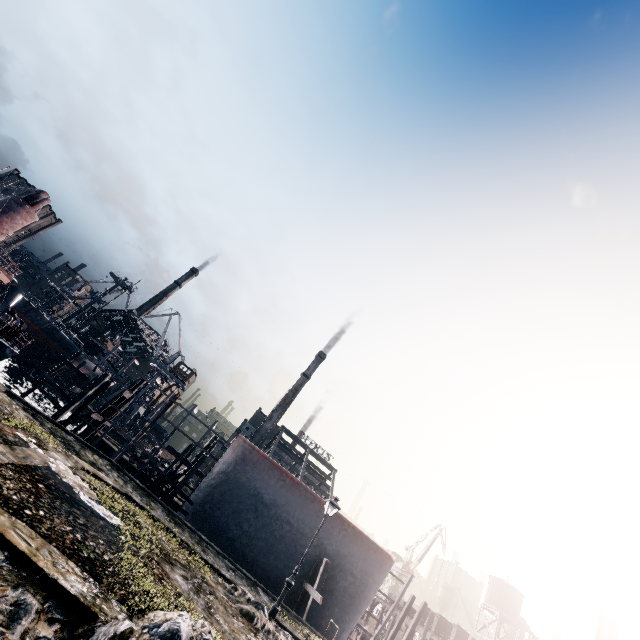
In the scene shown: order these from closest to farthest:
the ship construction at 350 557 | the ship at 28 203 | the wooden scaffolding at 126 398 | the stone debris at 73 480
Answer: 1. the stone debris at 73 480
2. the ship construction at 350 557
3. the ship at 28 203
4. the wooden scaffolding at 126 398

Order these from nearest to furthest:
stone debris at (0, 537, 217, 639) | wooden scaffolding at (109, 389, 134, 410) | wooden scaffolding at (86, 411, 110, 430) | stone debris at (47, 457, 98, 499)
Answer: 1. stone debris at (0, 537, 217, 639)
2. stone debris at (47, 457, 98, 499)
3. wooden scaffolding at (86, 411, 110, 430)
4. wooden scaffolding at (109, 389, 134, 410)

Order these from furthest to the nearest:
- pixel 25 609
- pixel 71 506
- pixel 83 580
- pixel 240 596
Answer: pixel 240 596 < pixel 71 506 < pixel 83 580 < pixel 25 609

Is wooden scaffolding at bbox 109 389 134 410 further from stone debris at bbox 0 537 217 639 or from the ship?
stone debris at bbox 0 537 217 639

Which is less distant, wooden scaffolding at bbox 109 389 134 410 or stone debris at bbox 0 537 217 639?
stone debris at bbox 0 537 217 639

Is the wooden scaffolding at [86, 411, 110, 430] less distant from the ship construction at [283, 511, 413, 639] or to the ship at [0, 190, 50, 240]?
the ship construction at [283, 511, 413, 639]

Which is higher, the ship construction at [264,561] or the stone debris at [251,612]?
the ship construction at [264,561]

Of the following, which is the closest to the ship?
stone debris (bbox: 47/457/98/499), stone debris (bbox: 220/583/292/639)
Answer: stone debris (bbox: 47/457/98/499)
